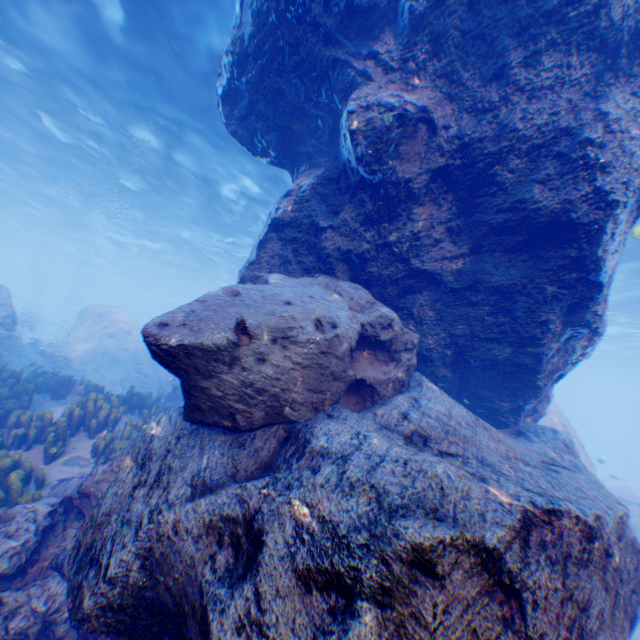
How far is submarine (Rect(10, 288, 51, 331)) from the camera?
44.8m

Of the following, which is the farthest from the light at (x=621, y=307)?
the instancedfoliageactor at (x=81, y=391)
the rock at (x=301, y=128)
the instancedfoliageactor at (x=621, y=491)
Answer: the instancedfoliageactor at (x=621, y=491)

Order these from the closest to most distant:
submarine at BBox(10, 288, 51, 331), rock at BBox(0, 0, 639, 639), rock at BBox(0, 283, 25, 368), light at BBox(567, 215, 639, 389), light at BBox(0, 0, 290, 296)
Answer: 1. rock at BBox(0, 0, 639, 639)
2. light at BBox(0, 0, 290, 296)
3. rock at BBox(0, 283, 25, 368)
4. light at BBox(567, 215, 639, 389)
5. submarine at BBox(10, 288, 51, 331)

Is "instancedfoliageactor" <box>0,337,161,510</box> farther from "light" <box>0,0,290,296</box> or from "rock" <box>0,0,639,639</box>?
"light" <box>0,0,290,296</box>

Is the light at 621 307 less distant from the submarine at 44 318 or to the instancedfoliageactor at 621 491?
the submarine at 44 318

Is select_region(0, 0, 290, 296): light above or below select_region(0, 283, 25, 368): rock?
above

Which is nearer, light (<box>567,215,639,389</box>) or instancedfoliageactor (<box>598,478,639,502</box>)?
light (<box>567,215,639,389</box>)

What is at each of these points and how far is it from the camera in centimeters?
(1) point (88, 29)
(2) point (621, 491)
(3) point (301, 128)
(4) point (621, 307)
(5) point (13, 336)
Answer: (1) light, 997cm
(2) instancedfoliageactor, 1994cm
(3) rock, 624cm
(4) light, 2292cm
(5) rock, 1474cm
